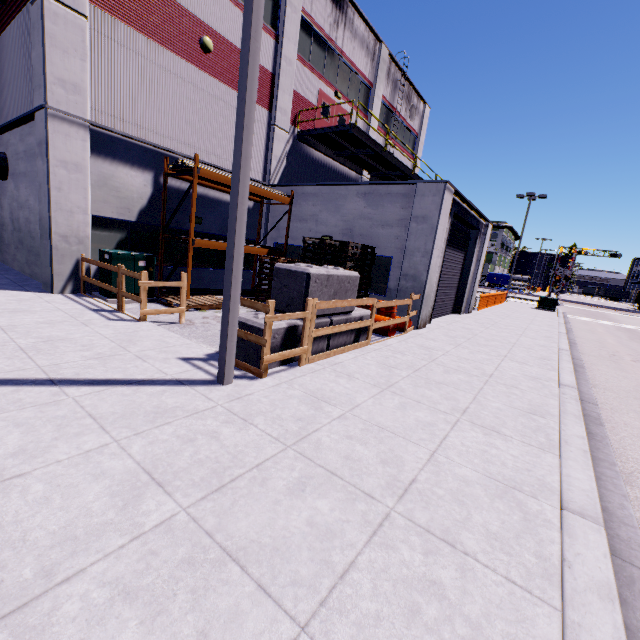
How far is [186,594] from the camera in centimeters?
196cm

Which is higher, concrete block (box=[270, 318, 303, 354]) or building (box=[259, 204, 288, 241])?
building (box=[259, 204, 288, 241])

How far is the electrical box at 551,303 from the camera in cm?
2658

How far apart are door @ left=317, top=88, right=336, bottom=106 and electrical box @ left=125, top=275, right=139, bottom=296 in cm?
1101

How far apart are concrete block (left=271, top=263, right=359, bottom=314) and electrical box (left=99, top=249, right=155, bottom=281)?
5.7 meters

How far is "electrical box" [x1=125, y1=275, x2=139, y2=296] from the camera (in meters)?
9.82

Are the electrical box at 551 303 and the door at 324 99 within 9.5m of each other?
no

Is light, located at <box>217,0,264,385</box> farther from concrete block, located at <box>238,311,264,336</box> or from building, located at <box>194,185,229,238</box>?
building, located at <box>194,185,229,238</box>
